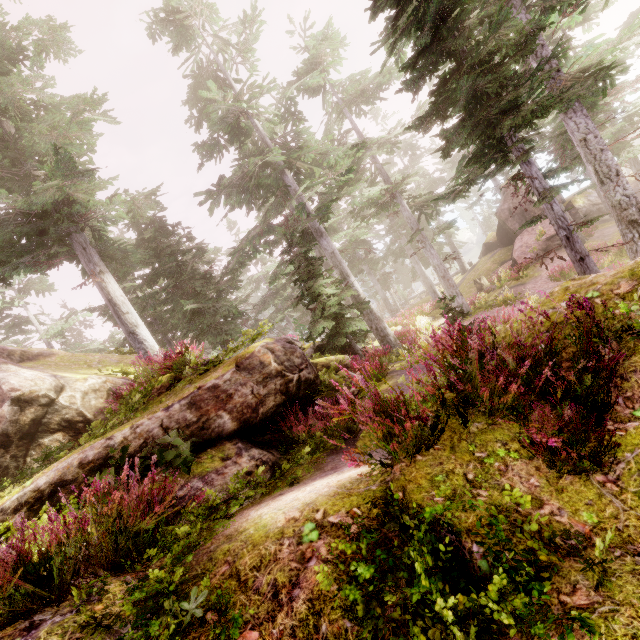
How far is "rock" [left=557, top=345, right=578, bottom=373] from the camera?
3.4m

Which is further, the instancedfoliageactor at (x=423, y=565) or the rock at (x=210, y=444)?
the rock at (x=210, y=444)

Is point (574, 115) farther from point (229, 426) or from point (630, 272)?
point (229, 426)

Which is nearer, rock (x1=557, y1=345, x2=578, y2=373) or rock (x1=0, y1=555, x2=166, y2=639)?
rock (x1=0, y1=555, x2=166, y2=639)

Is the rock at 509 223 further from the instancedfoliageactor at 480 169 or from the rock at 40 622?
the rock at 40 622

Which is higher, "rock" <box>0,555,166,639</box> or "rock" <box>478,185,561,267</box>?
"rock" <box>0,555,166,639</box>

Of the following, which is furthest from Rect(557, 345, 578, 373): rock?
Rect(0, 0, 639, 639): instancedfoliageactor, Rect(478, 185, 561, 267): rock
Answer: Rect(478, 185, 561, 267): rock
